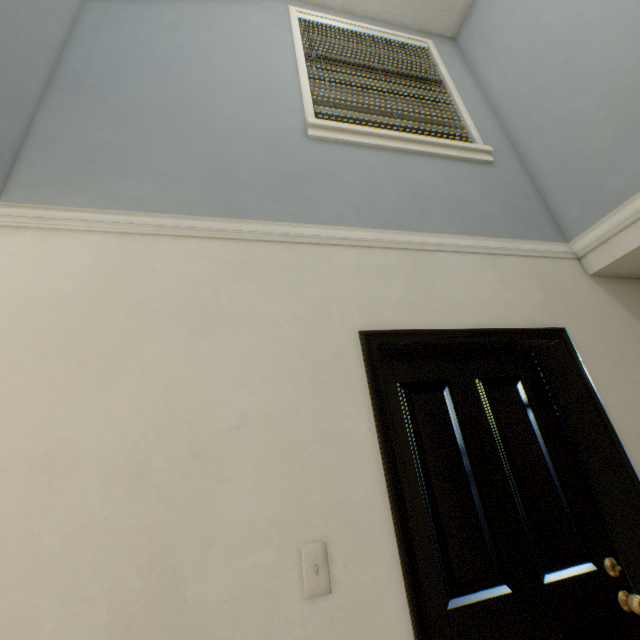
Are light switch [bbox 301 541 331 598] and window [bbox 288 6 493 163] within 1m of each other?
no

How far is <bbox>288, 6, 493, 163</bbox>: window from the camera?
1.9m

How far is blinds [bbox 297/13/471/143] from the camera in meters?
2.2

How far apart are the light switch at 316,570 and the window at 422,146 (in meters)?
1.99

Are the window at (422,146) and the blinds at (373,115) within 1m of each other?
yes

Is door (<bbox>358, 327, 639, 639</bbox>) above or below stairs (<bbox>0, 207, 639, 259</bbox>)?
below

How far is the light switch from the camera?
0.94m

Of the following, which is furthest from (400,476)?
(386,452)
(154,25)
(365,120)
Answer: (154,25)
